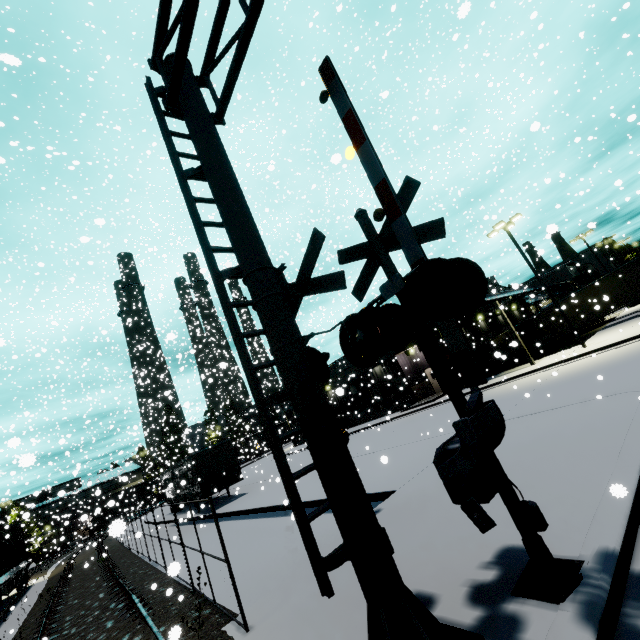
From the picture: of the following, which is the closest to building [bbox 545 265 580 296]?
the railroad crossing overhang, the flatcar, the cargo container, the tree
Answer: the tree

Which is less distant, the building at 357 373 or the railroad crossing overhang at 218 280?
the railroad crossing overhang at 218 280

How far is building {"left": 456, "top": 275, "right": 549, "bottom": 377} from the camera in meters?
24.0

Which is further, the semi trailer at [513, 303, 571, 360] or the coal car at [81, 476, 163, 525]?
the coal car at [81, 476, 163, 525]

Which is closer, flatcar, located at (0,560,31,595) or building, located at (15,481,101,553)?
flatcar, located at (0,560,31,595)

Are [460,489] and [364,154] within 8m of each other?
yes

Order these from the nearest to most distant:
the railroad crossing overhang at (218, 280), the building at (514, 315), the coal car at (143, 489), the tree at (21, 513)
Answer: the railroad crossing overhang at (218, 280) → the building at (514, 315) → the tree at (21, 513) → the coal car at (143, 489)

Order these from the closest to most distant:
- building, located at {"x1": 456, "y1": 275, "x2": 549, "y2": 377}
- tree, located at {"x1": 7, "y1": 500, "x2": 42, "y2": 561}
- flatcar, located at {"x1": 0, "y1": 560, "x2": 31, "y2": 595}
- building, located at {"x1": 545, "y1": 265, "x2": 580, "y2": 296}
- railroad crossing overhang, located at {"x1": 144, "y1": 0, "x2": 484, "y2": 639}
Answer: railroad crossing overhang, located at {"x1": 144, "y1": 0, "x2": 484, "y2": 639}
flatcar, located at {"x1": 0, "y1": 560, "x2": 31, "y2": 595}
building, located at {"x1": 456, "y1": 275, "x2": 549, "y2": 377}
tree, located at {"x1": 7, "y1": 500, "x2": 42, "y2": 561}
building, located at {"x1": 545, "y1": 265, "x2": 580, "y2": 296}
